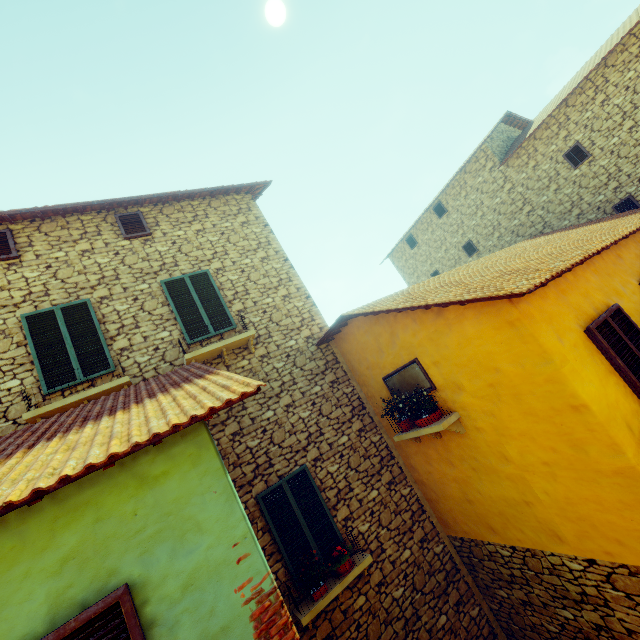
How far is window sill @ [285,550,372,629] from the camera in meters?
5.2

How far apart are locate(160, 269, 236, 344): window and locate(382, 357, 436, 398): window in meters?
3.4

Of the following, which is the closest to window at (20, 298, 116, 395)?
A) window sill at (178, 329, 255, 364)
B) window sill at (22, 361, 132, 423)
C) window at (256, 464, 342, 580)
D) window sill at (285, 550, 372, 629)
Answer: window sill at (22, 361, 132, 423)

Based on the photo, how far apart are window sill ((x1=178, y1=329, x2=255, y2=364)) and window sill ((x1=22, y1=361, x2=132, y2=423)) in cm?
96

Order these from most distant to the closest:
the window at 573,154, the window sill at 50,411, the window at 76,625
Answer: the window at 573,154
the window sill at 50,411
the window at 76,625

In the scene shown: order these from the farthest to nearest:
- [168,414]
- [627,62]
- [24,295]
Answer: [627,62], [24,295], [168,414]

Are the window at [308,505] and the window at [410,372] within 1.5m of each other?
no

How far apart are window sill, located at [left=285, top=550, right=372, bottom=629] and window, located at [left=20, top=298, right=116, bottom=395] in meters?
5.2 m
